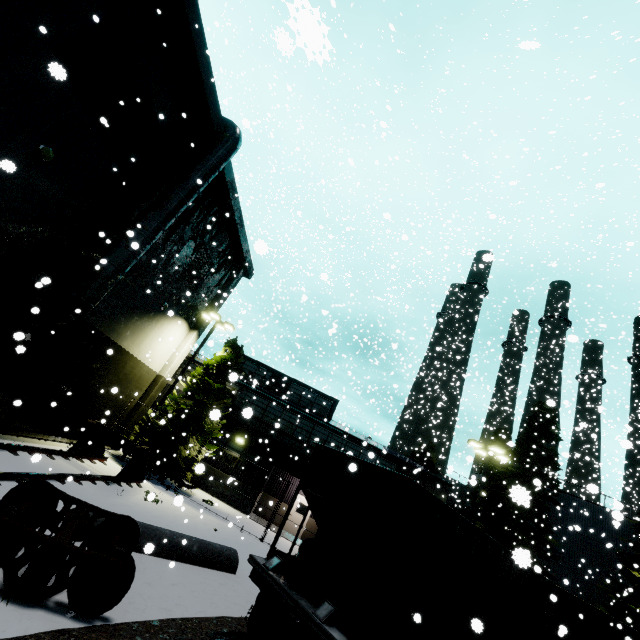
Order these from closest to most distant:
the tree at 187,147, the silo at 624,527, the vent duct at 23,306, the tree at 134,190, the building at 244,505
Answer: the vent duct at 23,306 → the tree at 134,190 → the tree at 187,147 → the building at 244,505 → the silo at 624,527

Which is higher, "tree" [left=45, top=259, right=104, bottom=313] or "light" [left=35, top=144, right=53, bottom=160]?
"light" [left=35, top=144, right=53, bottom=160]

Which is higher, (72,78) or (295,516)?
(72,78)

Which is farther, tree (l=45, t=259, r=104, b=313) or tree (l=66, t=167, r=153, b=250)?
tree (l=66, t=167, r=153, b=250)

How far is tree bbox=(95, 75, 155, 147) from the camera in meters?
11.2

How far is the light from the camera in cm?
979

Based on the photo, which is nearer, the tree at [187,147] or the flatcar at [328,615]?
the flatcar at [328,615]

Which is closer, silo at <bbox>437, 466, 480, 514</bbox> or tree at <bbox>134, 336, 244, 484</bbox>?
tree at <bbox>134, 336, 244, 484</bbox>
